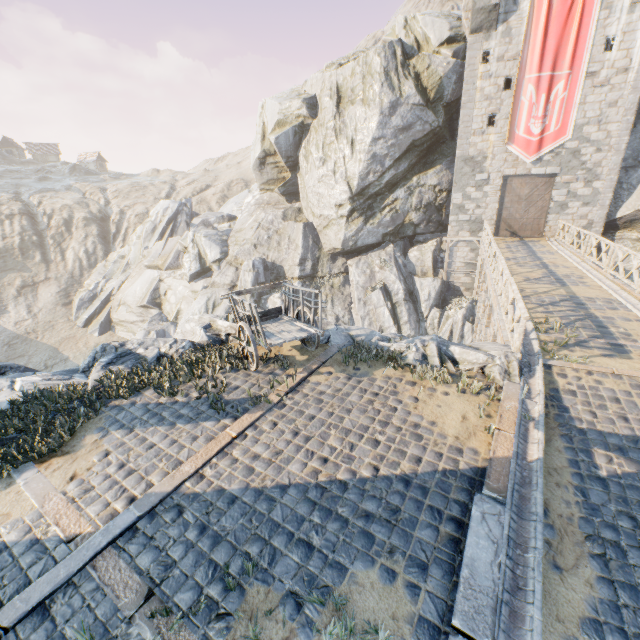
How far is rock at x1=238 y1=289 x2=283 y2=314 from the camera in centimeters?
2655cm

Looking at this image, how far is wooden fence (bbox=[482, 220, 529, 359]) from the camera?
7.0m

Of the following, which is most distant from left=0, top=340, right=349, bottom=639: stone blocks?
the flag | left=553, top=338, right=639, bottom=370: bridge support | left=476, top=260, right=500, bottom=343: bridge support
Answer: the flag

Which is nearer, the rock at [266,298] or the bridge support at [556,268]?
the bridge support at [556,268]

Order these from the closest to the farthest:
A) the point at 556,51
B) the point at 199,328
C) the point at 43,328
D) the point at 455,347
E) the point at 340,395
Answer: the point at 340,395 → the point at 455,347 → the point at 199,328 → the point at 556,51 → the point at 43,328

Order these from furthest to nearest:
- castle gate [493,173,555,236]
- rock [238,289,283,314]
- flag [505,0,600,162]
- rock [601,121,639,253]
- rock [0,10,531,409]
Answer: rock [238,289,283,314] < castle gate [493,173,555,236] < rock [601,121,639,253] < flag [505,0,600,162] < rock [0,10,531,409]

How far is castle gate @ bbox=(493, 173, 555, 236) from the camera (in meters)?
20.61

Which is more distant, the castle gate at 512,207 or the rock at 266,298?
the rock at 266,298
